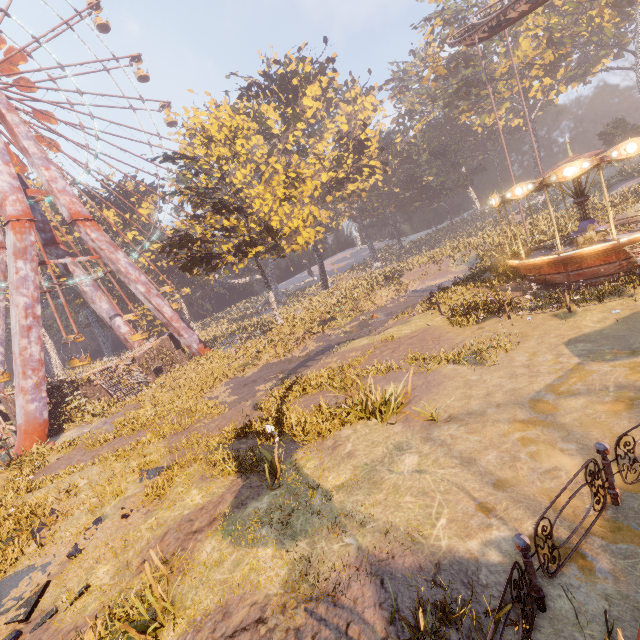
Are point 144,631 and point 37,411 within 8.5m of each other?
no

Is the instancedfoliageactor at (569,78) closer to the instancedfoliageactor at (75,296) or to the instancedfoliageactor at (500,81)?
the instancedfoliageactor at (500,81)

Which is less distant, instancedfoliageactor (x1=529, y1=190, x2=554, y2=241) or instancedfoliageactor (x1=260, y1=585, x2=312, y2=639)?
instancedfoliageactor (x1=260, y1=585, x2=312, y2=639)

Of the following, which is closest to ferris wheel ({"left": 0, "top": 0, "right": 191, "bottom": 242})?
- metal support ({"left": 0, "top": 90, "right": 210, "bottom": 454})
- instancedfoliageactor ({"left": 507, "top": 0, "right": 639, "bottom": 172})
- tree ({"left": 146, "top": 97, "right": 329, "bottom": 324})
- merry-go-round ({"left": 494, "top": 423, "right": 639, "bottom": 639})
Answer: metal support ({"left": 0, "top": 90, "right": 210, "bottom": 454})

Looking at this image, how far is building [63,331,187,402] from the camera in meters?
25.6 m

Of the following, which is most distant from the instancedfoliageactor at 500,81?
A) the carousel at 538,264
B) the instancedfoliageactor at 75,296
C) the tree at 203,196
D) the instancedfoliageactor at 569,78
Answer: the instancedfoliageactor at 75,296

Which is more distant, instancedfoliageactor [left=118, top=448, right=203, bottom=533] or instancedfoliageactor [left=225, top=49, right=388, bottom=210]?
instancedfoliageactor [left=225, top=49, right=388, bottom=210]

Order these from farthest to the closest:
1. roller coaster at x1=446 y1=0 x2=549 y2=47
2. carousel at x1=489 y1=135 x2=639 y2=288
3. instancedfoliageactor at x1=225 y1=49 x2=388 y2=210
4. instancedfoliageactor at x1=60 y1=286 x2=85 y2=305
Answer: instancedfoliageactor at x1=60 y1=286 x2=85 y2=305
instancedfoliageactor at x1=225 y1=49 x2=388 y2=210
roller coaster at x1=446 y1=0 x2=549 y2=47
carousel at x1=489 y1=135 x2=639 y2=288
